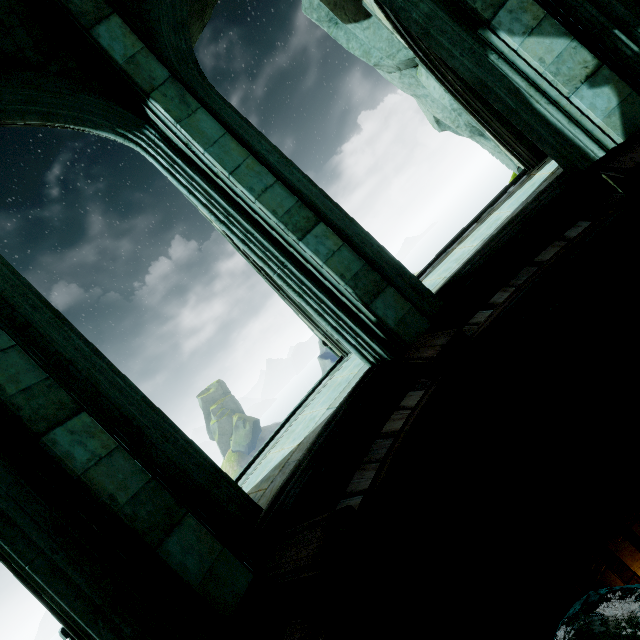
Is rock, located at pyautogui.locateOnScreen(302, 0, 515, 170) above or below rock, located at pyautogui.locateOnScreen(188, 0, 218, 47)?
below

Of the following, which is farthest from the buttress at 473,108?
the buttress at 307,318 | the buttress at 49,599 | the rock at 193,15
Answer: the buttress at 49,599

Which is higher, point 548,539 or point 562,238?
point 562,238

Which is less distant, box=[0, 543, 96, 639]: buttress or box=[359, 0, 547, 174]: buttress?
box=[0, 543, 96, 639]: buttress

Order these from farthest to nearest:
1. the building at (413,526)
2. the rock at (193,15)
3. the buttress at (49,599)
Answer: the rock at (193,15) < the buttress at (49,599) < the building at (413,526)

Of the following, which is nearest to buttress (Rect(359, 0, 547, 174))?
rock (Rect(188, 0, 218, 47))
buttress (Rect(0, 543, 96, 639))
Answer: rock (Rect(188, 0, 218, 47))

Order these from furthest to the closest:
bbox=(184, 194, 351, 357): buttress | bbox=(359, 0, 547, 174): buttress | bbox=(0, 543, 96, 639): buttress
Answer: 1. bbox=(184, 194, 351, 357): buttress
2. bbox=(359, 0, 547, 174): buttress
3. bbox=(0, 543, 96, 639): buttress

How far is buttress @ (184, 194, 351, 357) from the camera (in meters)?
7.20
